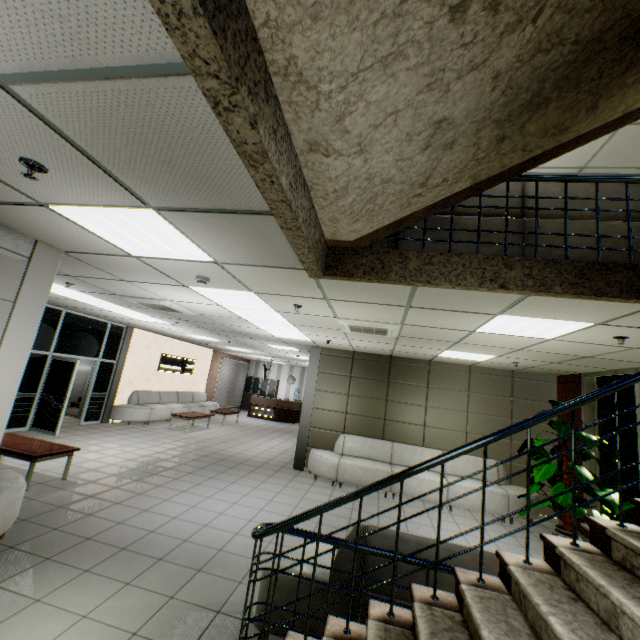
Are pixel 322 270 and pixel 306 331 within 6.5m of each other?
yes

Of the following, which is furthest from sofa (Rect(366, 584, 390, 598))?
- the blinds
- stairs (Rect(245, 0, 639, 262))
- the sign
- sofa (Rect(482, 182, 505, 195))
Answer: the blinds

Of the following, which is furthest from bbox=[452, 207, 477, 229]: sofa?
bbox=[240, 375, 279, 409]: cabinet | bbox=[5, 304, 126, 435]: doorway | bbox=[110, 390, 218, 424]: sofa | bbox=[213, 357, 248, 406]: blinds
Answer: bbox=[240, 375, 279, 409]: cabinet

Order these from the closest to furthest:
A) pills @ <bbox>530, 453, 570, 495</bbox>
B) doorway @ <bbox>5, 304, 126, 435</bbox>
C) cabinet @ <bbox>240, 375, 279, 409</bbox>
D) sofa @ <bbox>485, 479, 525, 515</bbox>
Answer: pills @ <bbox>530, 453, 570, 495</bbox>
sofa @ <bbox>485, 479, 525, 515</bbox>
doorway @ <bbox>5, 304, 126, 435</bbox>
cabinet @ <bbox>240, 375, 279, 409</bbox>

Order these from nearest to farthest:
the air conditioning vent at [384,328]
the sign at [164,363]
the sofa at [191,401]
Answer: the air conditioning vent at [384,328], the sofa at [191,401], the sign at [164,363]

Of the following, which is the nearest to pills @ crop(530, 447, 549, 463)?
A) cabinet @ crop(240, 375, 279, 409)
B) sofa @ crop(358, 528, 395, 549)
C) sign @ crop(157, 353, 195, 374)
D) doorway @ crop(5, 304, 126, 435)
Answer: sofa @ crop(358, 528, 395, 549)

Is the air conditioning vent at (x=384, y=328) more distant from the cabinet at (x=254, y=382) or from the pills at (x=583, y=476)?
the cabinet at (x=254, y=382)

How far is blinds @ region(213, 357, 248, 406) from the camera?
17.9m
